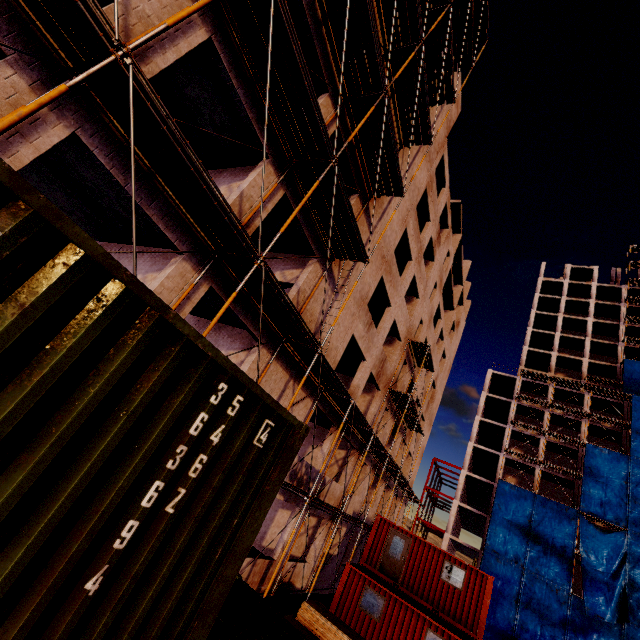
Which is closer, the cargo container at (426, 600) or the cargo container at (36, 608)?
the cargo container at (36, 608)

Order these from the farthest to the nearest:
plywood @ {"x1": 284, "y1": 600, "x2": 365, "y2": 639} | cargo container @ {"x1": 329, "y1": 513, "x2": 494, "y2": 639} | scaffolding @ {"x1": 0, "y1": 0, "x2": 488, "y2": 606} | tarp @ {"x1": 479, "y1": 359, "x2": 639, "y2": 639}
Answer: tarp @ {"x1": 479, "y1": 359, "x2": 639, "y2": 639} < cargo container @ {"x1": 329, "y1": 513, "x2": 494, "y2": 639} < plywood @ {"x1": 284, "y1": 600, "x2": 365, "y2": 639} < scaffolding @ {"x1": 0, "y1": 0, "x2": 488, "y2": 606}

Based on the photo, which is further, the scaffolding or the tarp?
the tarp

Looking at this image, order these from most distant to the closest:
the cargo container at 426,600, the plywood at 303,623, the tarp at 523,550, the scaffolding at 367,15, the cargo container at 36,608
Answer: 1. the tarp at 523,550
2. the cargo container at 426,600
3. the plywood at 303,623
4. the scaffolding at 367,15
5. the cargo container at 36,608

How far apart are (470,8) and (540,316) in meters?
54.2

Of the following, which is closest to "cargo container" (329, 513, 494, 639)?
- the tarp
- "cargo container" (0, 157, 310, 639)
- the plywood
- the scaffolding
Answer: the scaffolding

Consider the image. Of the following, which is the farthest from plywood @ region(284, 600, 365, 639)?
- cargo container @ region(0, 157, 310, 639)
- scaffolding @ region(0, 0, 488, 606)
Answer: cargo container @ region(0, 157, 310, 639)
